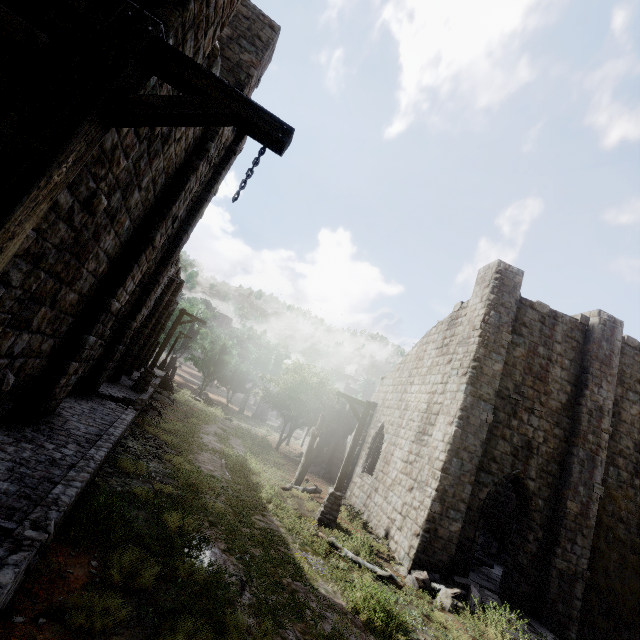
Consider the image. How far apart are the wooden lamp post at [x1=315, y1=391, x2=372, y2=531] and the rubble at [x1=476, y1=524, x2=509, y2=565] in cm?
1079

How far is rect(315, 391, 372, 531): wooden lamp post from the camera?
11.6m

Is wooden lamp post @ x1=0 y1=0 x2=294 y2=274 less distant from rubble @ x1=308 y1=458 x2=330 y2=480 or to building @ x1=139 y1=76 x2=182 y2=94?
building @ x1=139 y1=76 x2=182 y2=94

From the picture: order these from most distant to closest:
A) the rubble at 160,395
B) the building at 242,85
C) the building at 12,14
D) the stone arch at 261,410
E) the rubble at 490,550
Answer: the stone arch at 261,410
the rubble at 160,395
the rubble at 490,550
the building at 242,85
the building at 12,14

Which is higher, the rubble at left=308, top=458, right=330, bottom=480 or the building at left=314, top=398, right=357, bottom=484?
the building at left=314, top=398, right=357, bottom=484

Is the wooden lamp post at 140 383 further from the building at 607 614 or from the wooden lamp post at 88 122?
the wooden lamp post at 88 122

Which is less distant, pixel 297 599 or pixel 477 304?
pixel 297 599

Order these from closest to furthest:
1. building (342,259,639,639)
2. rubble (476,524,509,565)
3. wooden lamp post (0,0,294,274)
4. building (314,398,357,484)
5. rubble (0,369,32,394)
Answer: wooden lamp post (0,0,294,274), rubble (0,369,32,394), building (342,259,639,639), rubble (476,524,509,565), building (314,398,357,484)
